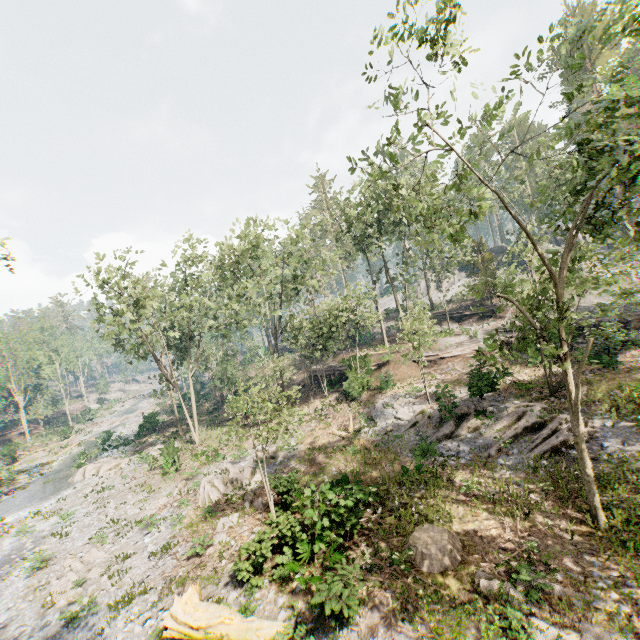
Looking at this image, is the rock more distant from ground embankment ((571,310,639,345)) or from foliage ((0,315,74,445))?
ground embankment ((571,310,639,345))

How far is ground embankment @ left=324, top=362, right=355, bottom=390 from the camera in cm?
2872

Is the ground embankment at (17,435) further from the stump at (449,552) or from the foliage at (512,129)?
the stump at (449,552)

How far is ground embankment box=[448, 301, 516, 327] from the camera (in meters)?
36.69

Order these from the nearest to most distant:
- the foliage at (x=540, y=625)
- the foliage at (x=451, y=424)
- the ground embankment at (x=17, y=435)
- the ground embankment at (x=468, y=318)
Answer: the foliage at (x=540, y=625) → the foliage at (x=451, y=424) → the ground embankment at (x=468, y=318) → the ground embankment at (x=17, y=435)

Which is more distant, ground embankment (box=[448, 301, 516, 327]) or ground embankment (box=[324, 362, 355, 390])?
ground embankment (box=[448, 301, 516, 327])

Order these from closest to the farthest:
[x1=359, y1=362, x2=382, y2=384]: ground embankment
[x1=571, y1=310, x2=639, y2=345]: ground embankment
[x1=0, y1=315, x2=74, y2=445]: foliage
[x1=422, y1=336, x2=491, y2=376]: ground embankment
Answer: [x1=571, y1=310, x2=639, y2=345]: ground embankment → [x1=422, y1=336, x2=491, y2=376]: ground embankment → [x1=359, y1=362, x2=382, y2=384]: ground embankment → [x1=0, y1=315, x2=74, y2=445]: foliage

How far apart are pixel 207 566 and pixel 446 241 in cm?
3442
